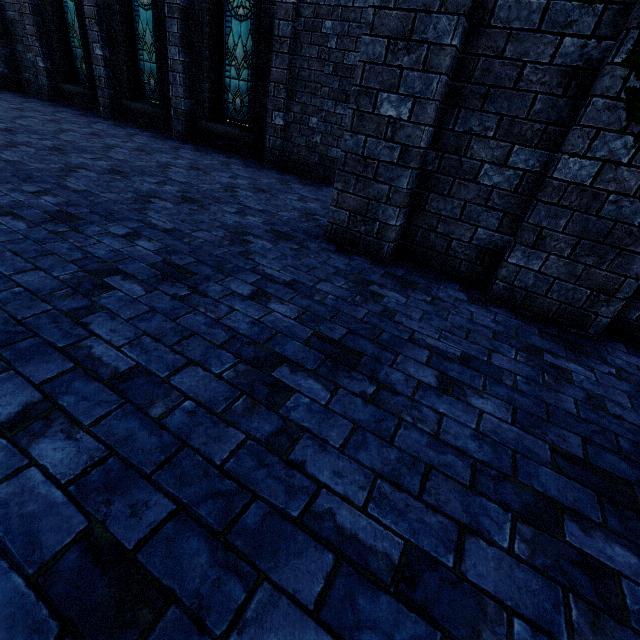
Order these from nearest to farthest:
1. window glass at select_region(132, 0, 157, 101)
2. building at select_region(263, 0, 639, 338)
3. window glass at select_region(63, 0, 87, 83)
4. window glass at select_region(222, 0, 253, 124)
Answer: building at select_region(263, 0, 639, 338)
window glass at select_region(222, 0, 253, 124)
window glass at select_region(132, 0, 157, 101)
window glass at select_region(63, 0, 87, 83)

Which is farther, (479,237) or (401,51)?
(479,237)

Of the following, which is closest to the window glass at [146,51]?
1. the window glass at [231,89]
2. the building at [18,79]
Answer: the building at [18,79]

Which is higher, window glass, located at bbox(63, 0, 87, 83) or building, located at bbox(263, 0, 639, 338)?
window glass, located at bbox(63, 0, 87, 83)

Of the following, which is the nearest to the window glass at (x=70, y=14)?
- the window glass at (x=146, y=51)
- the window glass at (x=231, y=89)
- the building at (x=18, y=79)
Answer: the building at (x=18, y=79)

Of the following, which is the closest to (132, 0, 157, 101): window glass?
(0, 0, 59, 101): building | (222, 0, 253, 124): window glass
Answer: (0, 0, 59, 101): building

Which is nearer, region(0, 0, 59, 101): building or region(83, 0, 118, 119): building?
region(83, 0, 118, 119): building
